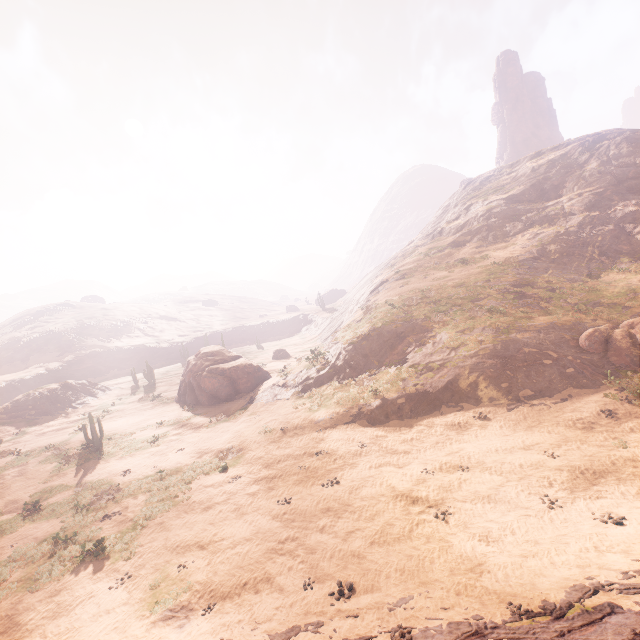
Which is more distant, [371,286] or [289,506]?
[371,286]

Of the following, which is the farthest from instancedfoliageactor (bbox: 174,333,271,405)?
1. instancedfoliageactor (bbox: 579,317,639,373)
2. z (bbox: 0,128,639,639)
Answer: instancedfoliageactor (bbox: 579,317,639,373)

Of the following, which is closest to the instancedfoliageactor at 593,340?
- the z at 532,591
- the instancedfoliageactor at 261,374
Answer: the z at 532,591

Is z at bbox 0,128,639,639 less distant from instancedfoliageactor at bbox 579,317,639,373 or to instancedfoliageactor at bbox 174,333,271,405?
instancedfoliageactor at bbox 579,317,639,373

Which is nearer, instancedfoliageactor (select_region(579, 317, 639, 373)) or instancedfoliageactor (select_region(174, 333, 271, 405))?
instancedfoliageactor (select_region(579, 317, 639, 373))

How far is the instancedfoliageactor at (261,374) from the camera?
29.9 meters

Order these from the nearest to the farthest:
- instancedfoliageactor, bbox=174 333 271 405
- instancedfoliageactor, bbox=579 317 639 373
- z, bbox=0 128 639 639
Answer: z, bbox=0 128 639 639, instancedfoliageactor, bbox=579 317 639 373, instancedfoliageactor, bbox=174 333 271 405
